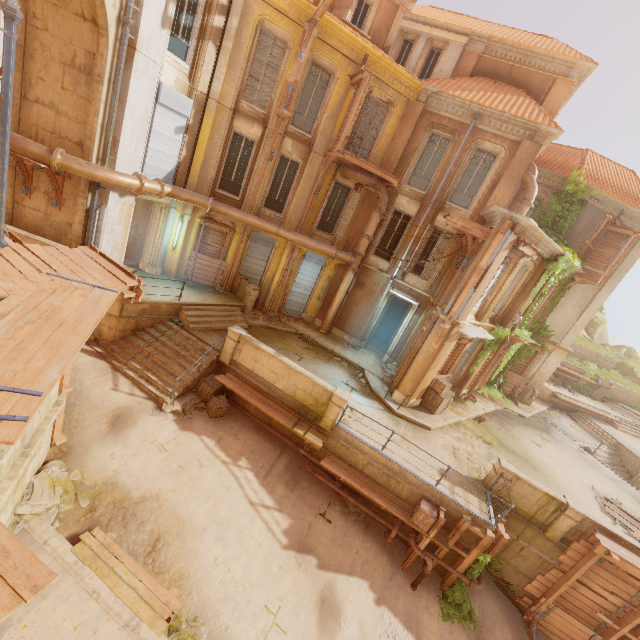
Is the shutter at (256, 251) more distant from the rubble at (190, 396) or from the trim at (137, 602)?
the trim at (137, 602)

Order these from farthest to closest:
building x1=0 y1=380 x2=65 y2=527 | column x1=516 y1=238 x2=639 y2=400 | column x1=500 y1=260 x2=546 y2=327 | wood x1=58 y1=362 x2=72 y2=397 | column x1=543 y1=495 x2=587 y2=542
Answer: column x1=516 y1=238 x2=639 y2=400 → column x1=500 y1=260 x2=546 y2=327 → column x1=543 y1=495 x2=587 y2=542 → wood x1=58 y1=362 x2=72 y2=397 → building x1=0 y1=380 x2=65 y2=527

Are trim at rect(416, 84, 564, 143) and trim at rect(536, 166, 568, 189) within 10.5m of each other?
yes

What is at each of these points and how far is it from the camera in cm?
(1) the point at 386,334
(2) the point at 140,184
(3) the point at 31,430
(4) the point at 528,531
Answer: (1) rock, 2681
(2) pipe, 1147
(3) building, 680
(4) building, 1161

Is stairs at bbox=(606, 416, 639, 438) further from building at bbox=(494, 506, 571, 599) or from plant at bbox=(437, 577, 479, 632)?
plant at bbox=(437, 577, 479, 632)

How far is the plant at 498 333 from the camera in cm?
1655

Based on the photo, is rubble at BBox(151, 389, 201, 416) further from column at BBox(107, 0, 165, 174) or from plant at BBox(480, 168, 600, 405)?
plant at BBox(480, 168, 600, 405)

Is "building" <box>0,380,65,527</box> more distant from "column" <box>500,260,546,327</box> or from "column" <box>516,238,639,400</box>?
"column" <box>500,260,546,327</box>
